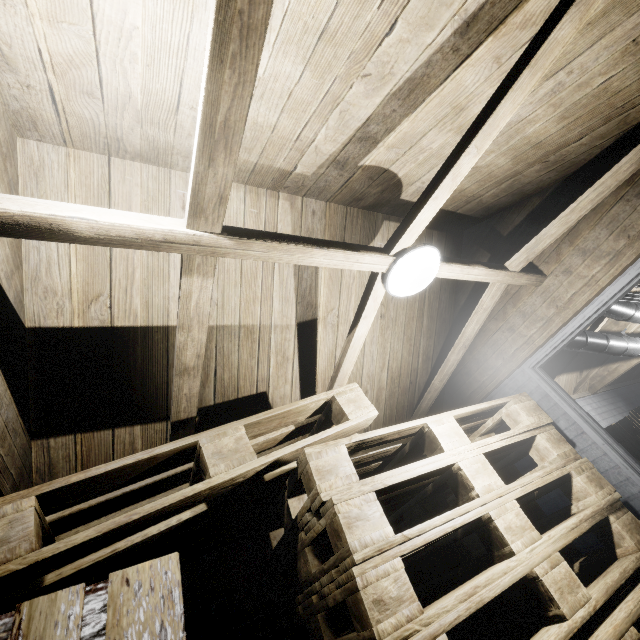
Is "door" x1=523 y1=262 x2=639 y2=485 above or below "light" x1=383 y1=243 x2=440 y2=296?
below

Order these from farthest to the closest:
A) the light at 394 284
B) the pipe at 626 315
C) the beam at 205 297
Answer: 1. the pipe at 626 315
2. the light at 394 284
3. the beam at 205 297

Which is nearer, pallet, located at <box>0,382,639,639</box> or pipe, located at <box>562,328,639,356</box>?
pallet, located at <box>0,382,639,639</box>

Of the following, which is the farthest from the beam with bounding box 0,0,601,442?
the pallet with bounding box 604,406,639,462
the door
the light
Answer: the pallet with bounding box 604,406,639,462

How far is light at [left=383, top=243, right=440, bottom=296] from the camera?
1.6m

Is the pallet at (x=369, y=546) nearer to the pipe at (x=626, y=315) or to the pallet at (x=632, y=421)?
the pipe at (x=626, y=315)

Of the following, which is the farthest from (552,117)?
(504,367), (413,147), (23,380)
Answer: (23,380)

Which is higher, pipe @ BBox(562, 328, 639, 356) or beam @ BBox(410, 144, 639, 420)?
beam @ BBox(410, 144, 639, 420)
